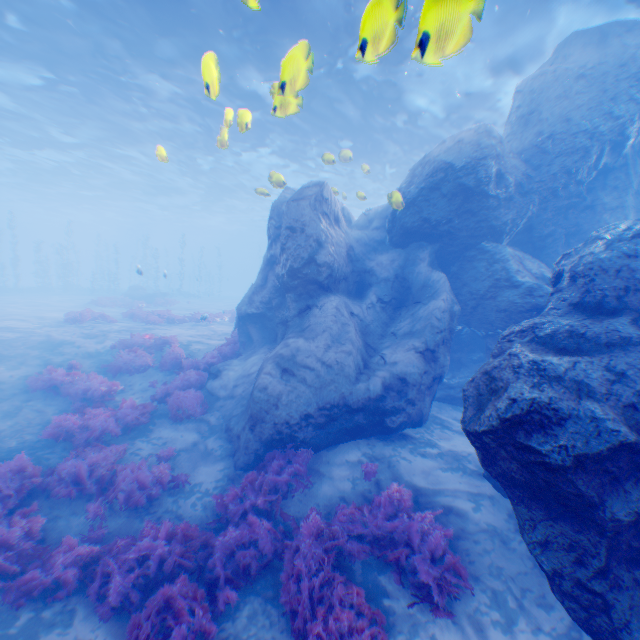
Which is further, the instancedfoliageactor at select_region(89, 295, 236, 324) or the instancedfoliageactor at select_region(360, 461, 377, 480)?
the instancedfoliageactor at select_region(89, 295, 236, 324)

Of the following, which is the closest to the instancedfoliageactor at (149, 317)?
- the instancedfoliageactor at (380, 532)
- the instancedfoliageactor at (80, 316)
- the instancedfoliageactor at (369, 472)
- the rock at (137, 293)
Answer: the instancedfoliageactor at (80, 316)

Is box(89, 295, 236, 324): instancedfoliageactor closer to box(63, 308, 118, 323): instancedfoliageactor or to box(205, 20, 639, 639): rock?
box(63, 308, 118, 323): instancedfoliageactor

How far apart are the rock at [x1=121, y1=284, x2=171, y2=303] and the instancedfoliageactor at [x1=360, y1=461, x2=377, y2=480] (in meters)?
29.61

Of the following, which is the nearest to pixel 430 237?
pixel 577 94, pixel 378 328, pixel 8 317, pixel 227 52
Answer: pixel 378 328

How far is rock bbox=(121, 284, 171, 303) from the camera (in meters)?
30.58

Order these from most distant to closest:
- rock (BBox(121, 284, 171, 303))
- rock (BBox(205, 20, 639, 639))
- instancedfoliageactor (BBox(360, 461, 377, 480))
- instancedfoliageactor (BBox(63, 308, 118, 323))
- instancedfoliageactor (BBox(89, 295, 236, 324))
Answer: rock (BBox(121, 284, 171, 303)) < instancedfoliageactor (BBox(89, 295, 236, 324)) < instancedfoliageactor (BBox(63, 308, 118, 323)) < instancedfoliageactor (BBox(360, 461, 377, 480)) < rock (BBox(205, 20, 639, 639))

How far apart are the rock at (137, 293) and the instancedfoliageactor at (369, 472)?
29.6m
